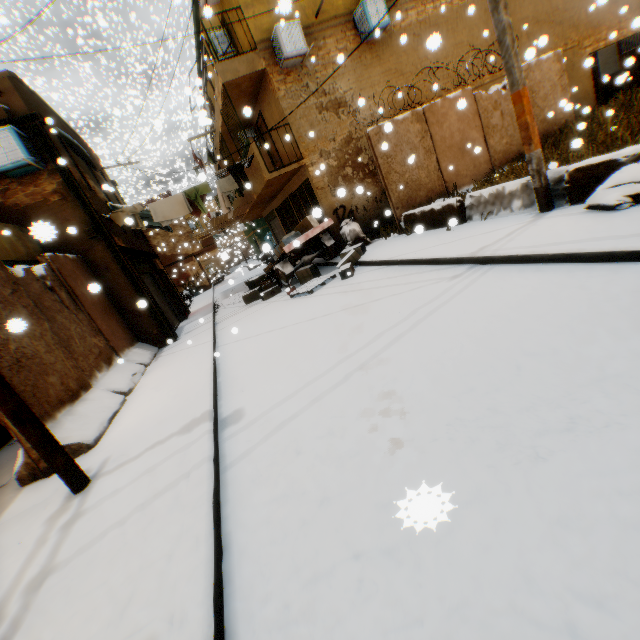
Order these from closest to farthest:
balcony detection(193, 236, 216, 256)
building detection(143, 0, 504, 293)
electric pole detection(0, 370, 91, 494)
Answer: electric pole detection(0, 370, 91, 494)
building detection(143, 0, 504, 293)
balcony detection(193, 236, 216, 256)

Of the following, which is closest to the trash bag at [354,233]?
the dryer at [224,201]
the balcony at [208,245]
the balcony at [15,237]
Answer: the balcony at [15,237]

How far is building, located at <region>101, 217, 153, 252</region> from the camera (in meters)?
9.94

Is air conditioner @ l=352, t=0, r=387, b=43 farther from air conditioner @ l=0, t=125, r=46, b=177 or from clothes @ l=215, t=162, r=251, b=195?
air conditioner @ l=0, t=125, r=46, b=177

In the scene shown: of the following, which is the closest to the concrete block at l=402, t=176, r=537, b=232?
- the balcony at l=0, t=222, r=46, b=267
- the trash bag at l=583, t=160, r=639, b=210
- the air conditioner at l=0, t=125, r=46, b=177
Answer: the trash bag at l=583, t=160, r=639, b=210

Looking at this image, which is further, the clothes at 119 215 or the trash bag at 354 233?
the trash bag at 354 233

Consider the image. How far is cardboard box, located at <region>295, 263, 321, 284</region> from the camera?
10.5m

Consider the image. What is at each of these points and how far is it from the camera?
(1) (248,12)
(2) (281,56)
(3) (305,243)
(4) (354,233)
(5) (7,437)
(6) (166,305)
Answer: (1) building, 9.8m
(2) air conditioner, 9.9m
(3) cart, 11.9m
(4) trash bag, 11.3m
(5) building, 7.4m
(6) rolling overhead door, 13.6m
